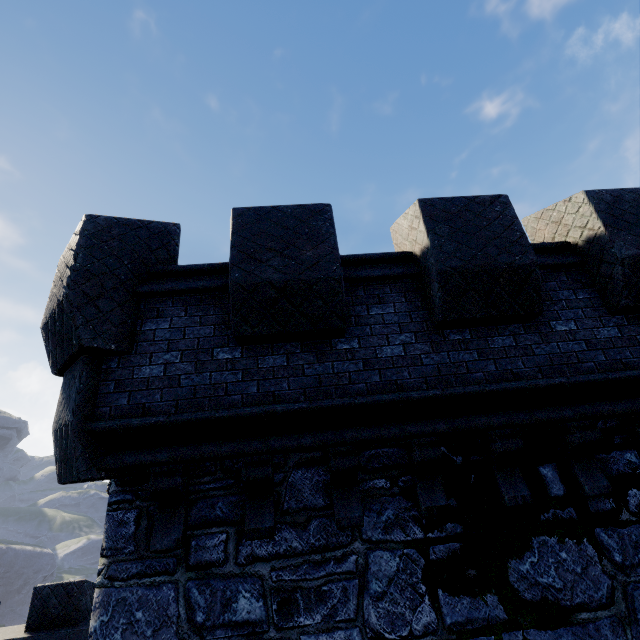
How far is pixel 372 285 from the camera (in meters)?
4.47
